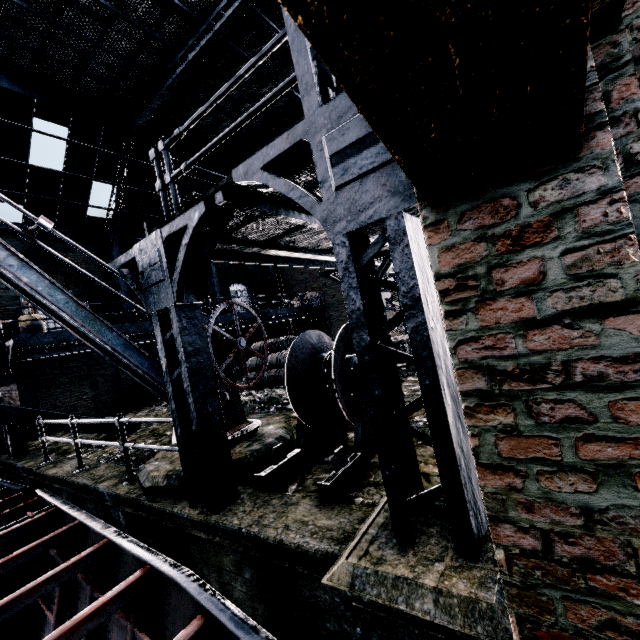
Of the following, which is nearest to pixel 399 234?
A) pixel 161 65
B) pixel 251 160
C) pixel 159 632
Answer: pixel 251 160

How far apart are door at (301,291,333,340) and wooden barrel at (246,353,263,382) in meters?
10.4

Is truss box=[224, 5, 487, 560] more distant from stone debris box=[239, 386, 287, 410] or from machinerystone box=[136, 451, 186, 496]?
stone debris box=[239, 386, 287, 410]

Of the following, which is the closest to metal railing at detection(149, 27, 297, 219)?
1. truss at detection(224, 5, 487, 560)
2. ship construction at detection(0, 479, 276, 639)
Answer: truss at detection(224, 5, 487, 560)

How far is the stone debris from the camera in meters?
10.5 m

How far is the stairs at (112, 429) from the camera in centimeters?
978cm

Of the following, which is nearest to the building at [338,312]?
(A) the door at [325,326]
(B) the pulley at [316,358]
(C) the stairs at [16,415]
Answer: (A) the door at [325,326]

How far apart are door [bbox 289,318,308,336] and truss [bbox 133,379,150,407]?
12.3m
